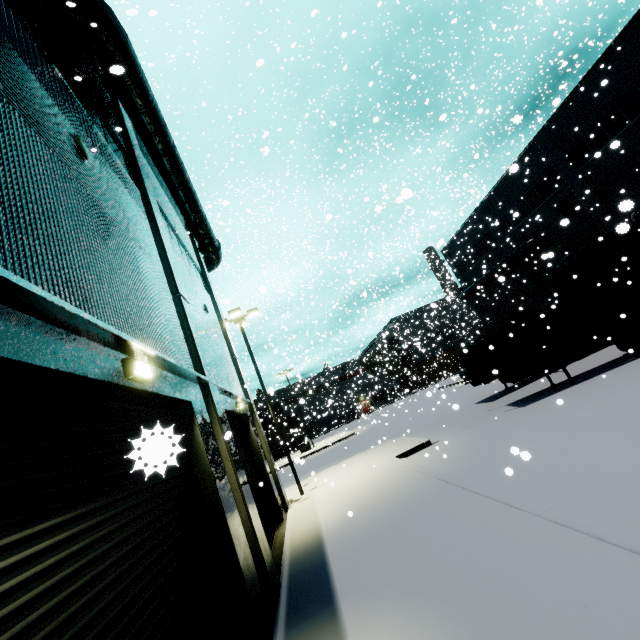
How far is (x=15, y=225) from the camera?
3.1m

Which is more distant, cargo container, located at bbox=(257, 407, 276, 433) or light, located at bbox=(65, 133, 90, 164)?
cargo container, located at bbox=(257, 407, 276, 433)

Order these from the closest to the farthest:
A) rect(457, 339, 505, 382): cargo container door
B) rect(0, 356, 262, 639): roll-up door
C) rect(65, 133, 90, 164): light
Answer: rect(0, 356, 262, 639): roll-up door → rect(65, 133, 90, 164): light → rect(457, 339, 505, 382): cargo container door

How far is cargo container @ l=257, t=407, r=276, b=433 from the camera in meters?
36.5

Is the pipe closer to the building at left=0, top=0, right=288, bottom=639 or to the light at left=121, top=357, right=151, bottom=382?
the building at left=0, top=0, right=288, bottom=639

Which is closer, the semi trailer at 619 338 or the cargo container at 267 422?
the semi trailer at 619 338

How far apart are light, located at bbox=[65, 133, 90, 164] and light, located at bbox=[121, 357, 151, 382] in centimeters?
373cm

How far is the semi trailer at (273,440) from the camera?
42.97m
